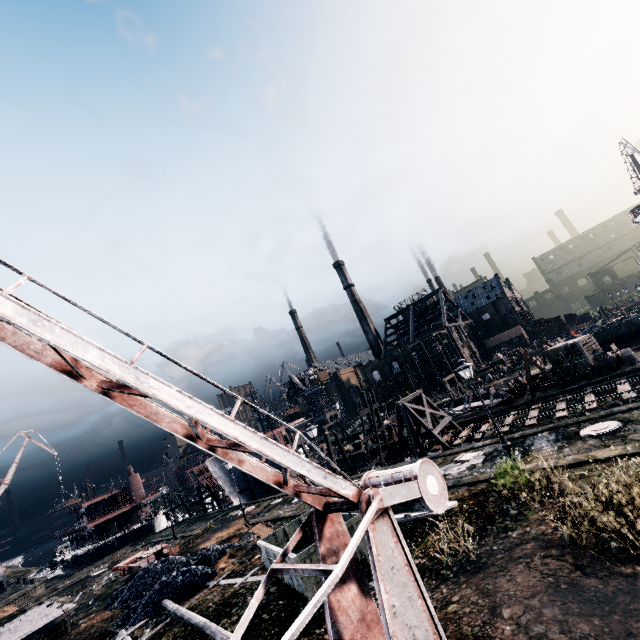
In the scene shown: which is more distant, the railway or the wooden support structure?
the wooden support structure

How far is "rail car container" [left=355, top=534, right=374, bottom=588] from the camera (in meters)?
10.23

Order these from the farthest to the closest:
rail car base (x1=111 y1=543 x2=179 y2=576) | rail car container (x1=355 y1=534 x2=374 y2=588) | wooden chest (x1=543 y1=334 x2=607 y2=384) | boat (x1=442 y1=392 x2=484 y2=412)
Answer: boat (x1=442 y1=392 x2=484 y2=412), wooden chest (x1=543 y1=334 x2=607 y2=384), rail car base (x1=111 y1=543 x2=179 y2=576), rail car container (x1=355 y1=534 x2=374 y2=588)

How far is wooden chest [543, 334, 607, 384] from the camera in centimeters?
2906cm

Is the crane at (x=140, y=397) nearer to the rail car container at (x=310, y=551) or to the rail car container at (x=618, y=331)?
the rail car container at (x=310, y=551)

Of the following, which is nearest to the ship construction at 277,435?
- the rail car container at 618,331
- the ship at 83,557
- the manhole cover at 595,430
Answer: the ship at 83,557

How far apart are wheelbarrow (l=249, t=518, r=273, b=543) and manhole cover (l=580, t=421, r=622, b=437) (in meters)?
19.16

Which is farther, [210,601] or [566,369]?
[566,369]
